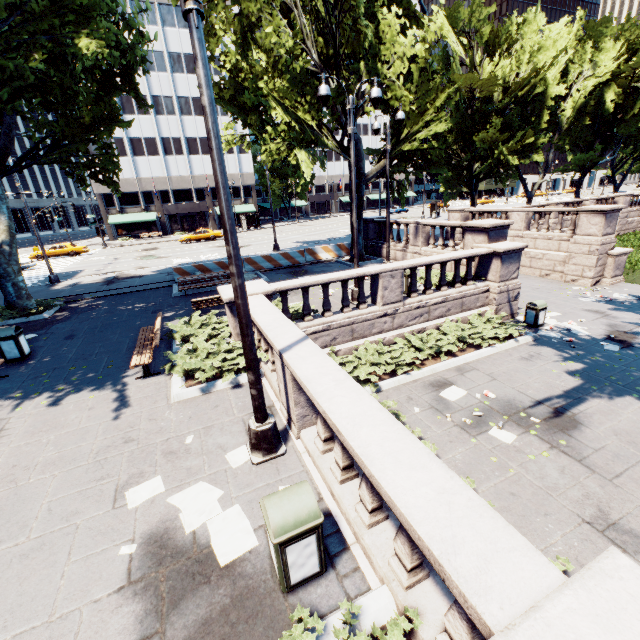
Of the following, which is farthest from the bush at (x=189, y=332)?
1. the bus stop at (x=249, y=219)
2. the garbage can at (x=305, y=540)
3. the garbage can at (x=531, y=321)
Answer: the bus stop at (x=249, y=219)

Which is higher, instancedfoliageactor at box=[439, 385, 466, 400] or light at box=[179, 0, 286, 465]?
light at box=[179, 0, 286, 465]

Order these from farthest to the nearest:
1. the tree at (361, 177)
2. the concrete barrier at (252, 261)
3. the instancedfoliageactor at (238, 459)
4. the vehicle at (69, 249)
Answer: the vehicle at (69, 249) < the concrete barrier at (252, 261) < the tree at (361, 177) < the instancedfoliageactor at (238, 459)

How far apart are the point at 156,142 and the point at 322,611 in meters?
60.9

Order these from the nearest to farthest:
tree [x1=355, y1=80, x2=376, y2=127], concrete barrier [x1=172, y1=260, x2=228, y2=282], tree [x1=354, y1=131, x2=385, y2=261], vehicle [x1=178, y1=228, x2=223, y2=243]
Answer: tree [x1=355, y1=80, x2=376, y2=127] < tree [x1=354, y1=131, x2=385, y2=261] < concrete barrier [x1=172, y1=260, x2=228, y2=282] < vehicle [x1=178, y1=228, x2=223, y2=243]

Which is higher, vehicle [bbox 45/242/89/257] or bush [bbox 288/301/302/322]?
vehicle [bbox 45/242/89/257]

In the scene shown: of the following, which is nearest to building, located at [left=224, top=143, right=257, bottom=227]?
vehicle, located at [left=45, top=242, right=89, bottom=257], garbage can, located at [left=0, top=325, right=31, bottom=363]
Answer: vehicle, located at [left=45, top=242, right=89, bottom=257]

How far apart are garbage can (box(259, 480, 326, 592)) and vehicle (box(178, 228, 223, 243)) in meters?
40.5
